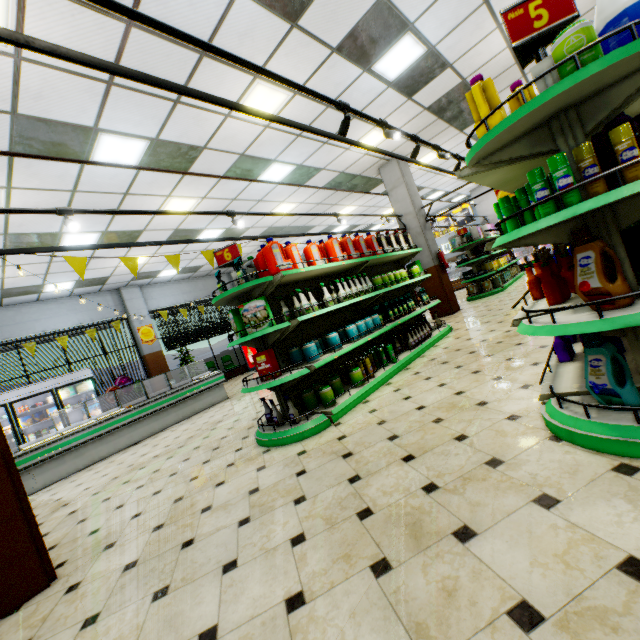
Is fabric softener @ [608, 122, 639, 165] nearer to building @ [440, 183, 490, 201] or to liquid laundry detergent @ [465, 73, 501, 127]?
liquid laundry detergent @ [465, 73, 501, 127]

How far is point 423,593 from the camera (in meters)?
1.35

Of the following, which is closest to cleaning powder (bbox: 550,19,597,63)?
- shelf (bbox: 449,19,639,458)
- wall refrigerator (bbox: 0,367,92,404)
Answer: shelf (bbox: 449,19,639,458)

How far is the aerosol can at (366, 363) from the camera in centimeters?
471cm

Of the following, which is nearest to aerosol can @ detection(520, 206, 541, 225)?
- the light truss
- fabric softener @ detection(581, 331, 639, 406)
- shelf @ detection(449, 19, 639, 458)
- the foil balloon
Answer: shelf @ detection(449, 19, 639, 458)

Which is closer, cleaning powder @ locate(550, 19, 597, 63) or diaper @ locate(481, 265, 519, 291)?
cleaning powder @ locate(550, 19, 597, 63)

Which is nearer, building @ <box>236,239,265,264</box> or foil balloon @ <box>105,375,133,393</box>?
foil balloon @ <box>105,375,133,393</box>

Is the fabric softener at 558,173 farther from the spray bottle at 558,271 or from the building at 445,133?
the building at 445,133
